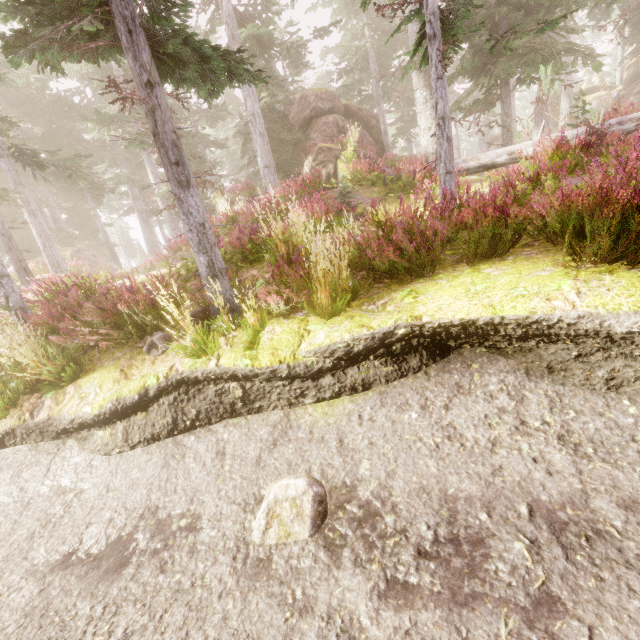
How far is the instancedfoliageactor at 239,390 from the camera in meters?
4.1

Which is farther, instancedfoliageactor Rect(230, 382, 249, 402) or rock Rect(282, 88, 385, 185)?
rock Rect(282, 88, 385, 185)

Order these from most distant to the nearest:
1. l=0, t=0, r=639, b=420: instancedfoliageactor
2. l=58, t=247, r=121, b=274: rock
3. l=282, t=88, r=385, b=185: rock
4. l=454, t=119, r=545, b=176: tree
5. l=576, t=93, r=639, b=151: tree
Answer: l=58, t=247, r=121, b=274: rock < l=282, t=88, r=385, b=185: rock < l=454, t=119, r=545, b=176: tree < l=576, t=93, r=639, b=151: tree < l=0, t=0, r=639, b=420: instancedfoliageactor

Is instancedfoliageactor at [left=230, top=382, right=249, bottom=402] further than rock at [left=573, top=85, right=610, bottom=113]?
No

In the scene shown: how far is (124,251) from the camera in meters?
45.3 m

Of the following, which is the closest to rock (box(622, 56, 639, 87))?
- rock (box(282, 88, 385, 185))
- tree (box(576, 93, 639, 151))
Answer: rock (box(282, 88, 385, 185))

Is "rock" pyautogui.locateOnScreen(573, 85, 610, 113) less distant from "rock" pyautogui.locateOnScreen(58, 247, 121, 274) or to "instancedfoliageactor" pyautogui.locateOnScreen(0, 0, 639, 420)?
"instancedfoliageactor" pyautogui.locateOnScreen(0, 0, 639, 420)

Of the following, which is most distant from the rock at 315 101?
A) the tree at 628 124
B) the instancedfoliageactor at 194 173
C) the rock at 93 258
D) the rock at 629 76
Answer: the rock at 629 76
